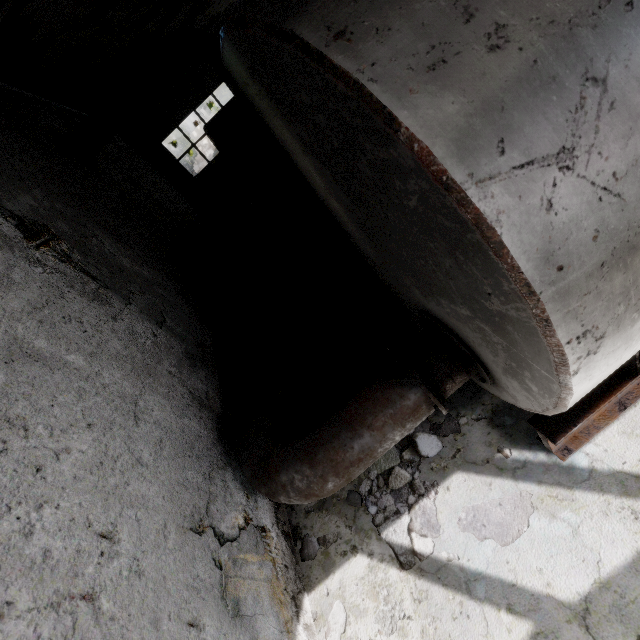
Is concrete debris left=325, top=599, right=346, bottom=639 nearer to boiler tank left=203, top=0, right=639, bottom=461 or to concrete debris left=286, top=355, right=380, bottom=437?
concrete debris left=286, top=355, right=380, bottom=437

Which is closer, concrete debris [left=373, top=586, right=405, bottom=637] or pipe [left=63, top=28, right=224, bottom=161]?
concrete debris [left=373, top=586, right=405, bottom=637]

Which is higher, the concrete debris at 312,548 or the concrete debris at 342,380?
the concrete debris at 342,380

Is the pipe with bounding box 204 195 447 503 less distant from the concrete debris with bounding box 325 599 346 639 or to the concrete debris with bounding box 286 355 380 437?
the concrete debris with bounding box 286 355 380 437

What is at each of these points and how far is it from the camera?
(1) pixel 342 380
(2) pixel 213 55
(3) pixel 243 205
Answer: (1) concrete debris, 4.5m
(2) pipe, 7.7m
(3) concrete debris, 17.9m

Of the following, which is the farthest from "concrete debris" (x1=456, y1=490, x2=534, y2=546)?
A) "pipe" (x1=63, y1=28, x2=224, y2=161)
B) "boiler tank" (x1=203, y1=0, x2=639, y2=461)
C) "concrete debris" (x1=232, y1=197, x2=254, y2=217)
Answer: "pipe" (x1=63, y1=28, x2=224, y2=161)

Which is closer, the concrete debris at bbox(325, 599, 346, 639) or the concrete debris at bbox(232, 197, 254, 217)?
the concrete debris at bbox(325, 599, 346, 639)

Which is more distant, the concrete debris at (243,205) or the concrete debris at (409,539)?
the concrete debris at (243,205)
